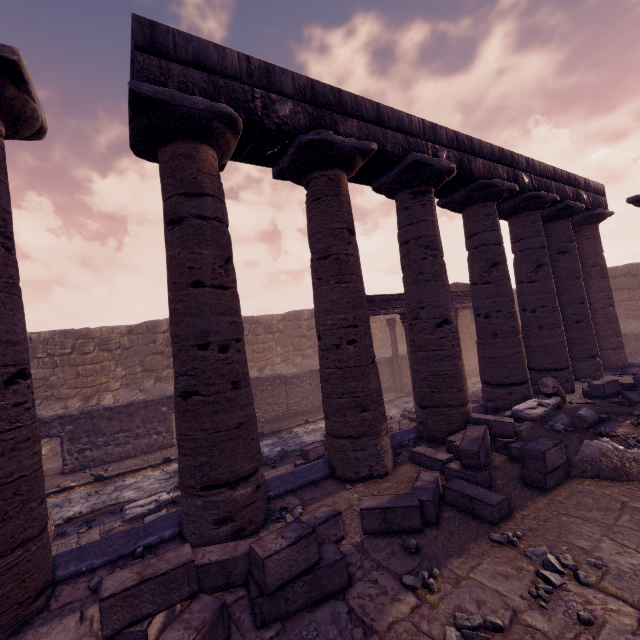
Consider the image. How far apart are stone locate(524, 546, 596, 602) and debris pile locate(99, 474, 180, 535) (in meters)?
6.25

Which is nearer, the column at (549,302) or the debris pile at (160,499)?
the debris pile at (160,499)

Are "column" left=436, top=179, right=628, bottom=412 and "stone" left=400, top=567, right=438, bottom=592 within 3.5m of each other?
no

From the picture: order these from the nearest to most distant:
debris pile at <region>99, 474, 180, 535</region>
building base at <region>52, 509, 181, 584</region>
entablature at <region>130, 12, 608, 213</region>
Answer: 1. building base at <region>52, 509, 181, 584</region>
2. entablature at <region>130, 12, 608, 213</region>
3. debris pile at <region>99, 474, 180, 535</region>

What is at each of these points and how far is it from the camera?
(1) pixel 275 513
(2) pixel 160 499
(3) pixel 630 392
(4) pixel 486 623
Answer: (1) stone, 4.29m
(2) debris pile, 6.62m
(3) stone blocks, 7.30m
(4) stone, 2.40m

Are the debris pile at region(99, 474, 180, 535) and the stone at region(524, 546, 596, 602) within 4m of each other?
no

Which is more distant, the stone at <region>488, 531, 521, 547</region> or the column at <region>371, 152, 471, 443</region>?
the column at <region>371, 152, 471, 443</region>

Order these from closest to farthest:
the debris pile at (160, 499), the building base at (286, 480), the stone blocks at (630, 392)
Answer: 1. the building base at (286, 480)
2. the debris pile at (160, 499)
3. the stone blocks at (630, 392)
